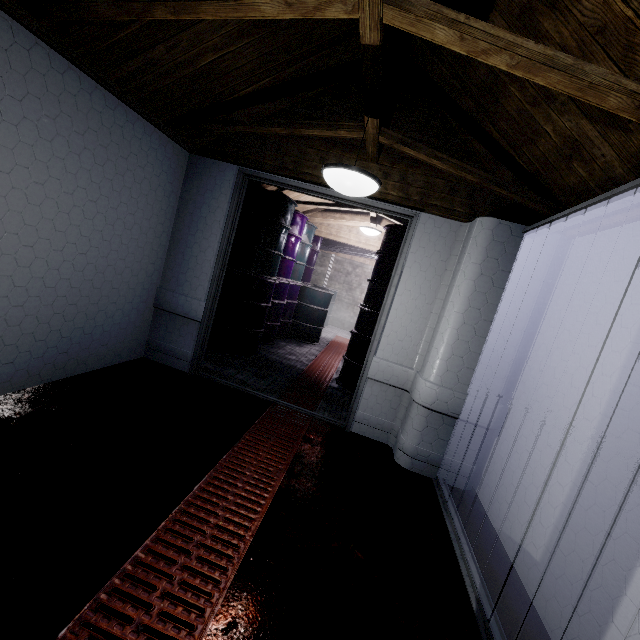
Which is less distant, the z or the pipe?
the z

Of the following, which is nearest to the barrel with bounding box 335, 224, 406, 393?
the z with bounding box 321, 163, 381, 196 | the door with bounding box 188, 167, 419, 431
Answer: the door with bounding box 188, 167, 419, 431

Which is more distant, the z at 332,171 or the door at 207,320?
the door at 207,320

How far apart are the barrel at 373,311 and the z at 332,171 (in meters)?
1.84

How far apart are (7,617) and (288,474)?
1.30m

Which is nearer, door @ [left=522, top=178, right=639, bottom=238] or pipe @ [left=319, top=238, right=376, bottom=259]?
door @ [left=522, top=178, right=639, bottom=238]

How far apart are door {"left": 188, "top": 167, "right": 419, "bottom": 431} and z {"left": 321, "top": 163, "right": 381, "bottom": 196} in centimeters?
80cm

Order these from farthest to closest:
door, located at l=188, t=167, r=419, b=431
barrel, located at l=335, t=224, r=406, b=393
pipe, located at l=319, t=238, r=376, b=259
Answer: pipe, located at l=319, t=238, r=376, b=259 < barrel, located at l=335, t=224, r=406, b=393 < door, located at l=188, t=167, r=419, b=431
